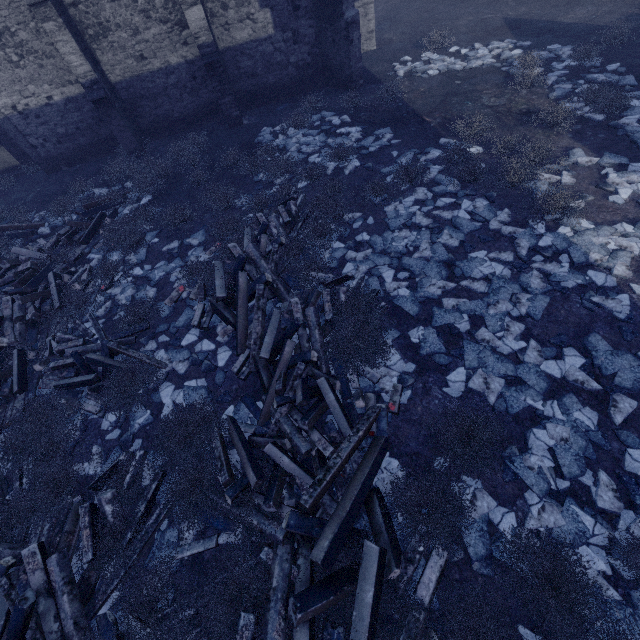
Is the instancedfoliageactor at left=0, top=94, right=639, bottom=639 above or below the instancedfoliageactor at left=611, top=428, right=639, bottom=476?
above

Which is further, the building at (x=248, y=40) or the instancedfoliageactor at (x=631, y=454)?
the building at (x=248, y=40)

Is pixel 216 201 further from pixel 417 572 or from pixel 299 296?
pixel 417 572

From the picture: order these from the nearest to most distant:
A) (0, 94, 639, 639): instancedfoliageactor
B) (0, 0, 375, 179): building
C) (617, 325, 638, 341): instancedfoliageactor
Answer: (0, 94, 639, 639): instancedfoliageactor, (617, 325, 638, 341): instancedfoliageactor, (0, 0, 375, 179): building

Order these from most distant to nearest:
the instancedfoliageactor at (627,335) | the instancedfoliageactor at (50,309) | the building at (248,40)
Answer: the building at (248,40) → the instancedfoliageactor at (627,335) → the instancedfoliageactor at (50,309)

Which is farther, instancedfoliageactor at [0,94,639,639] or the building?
the building

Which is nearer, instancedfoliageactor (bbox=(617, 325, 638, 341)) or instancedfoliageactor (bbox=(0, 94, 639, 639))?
instancedfoliageactor (bbox=(0, 94, 639, 639))
